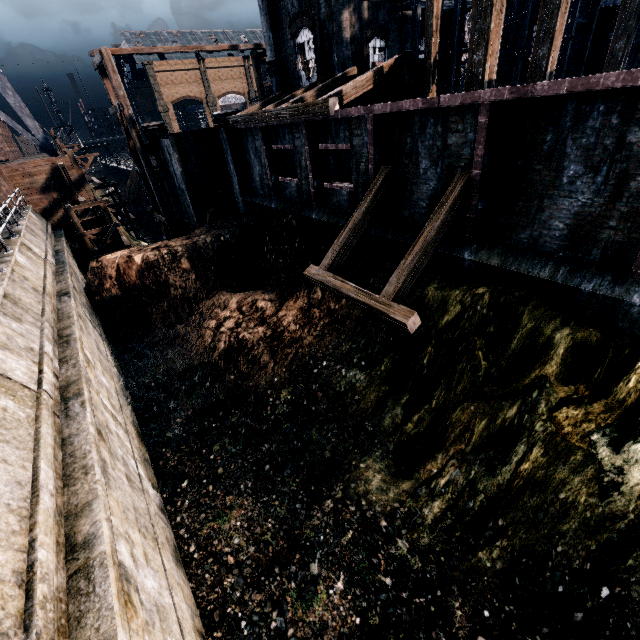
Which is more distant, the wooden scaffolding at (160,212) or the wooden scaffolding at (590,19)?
the wooden scaffolding at (160,212)

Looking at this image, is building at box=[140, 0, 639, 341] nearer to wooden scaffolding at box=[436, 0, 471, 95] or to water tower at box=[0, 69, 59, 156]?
wooden scaffolding at box=[436, 0, 471, 95]

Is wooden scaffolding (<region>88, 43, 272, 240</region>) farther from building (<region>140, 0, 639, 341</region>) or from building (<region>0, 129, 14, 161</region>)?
building (<region>0, 129, 14, 161</region>)

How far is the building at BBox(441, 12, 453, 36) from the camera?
28.3 meters

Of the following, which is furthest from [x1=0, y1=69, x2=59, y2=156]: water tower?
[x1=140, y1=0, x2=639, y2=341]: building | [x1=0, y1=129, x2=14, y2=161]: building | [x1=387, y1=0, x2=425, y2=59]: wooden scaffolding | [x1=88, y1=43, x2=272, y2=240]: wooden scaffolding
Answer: [x1=0, y1=129, x2=14, y2=161]: building

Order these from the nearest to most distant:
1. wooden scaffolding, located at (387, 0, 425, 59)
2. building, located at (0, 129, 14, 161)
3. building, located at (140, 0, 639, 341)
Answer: building, located at (140, 0, 639, 341), wooden scaffolding, located at (387, 0, 425, 59), building, located at (0, 129, 14, 161)

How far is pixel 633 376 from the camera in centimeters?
819cm

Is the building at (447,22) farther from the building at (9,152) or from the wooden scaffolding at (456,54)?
the building at (9,152)
